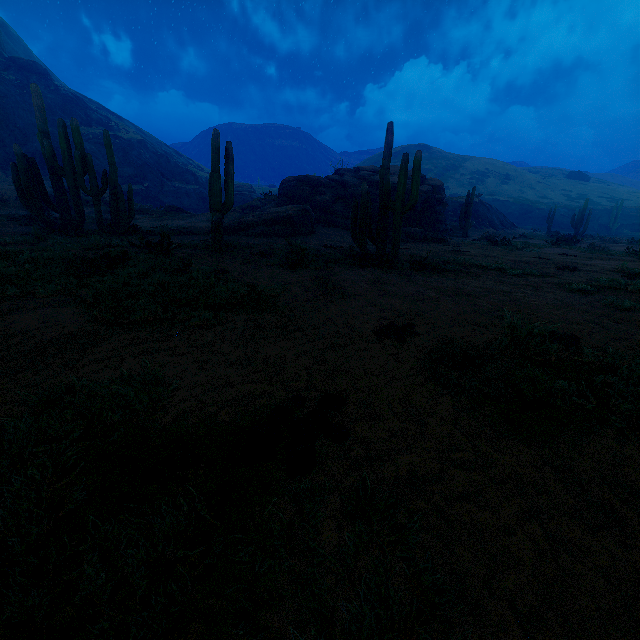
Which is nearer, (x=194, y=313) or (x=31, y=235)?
(x=194, y=313)

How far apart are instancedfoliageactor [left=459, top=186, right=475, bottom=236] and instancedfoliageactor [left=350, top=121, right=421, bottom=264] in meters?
16.4 m

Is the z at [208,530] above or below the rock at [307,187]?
below

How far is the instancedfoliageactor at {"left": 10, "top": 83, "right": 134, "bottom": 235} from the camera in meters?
12.5

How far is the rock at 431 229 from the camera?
17.9m

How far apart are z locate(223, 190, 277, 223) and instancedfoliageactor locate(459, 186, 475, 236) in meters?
13.8 m

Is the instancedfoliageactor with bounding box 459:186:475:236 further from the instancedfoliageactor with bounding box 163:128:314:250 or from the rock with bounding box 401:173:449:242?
the instancedfoliageactor with bounding box 163:128:314:250

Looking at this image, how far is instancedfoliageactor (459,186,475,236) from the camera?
23.3m
